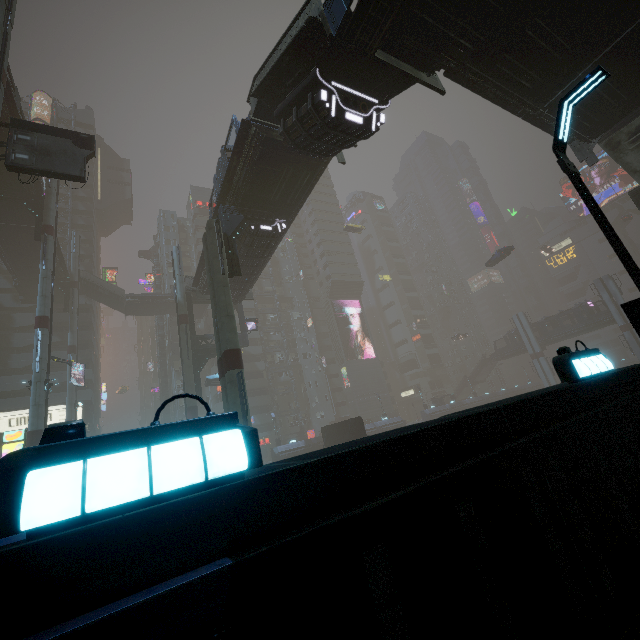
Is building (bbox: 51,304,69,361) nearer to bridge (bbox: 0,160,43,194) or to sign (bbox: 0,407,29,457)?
sign (bbox: 0,407,29,457)

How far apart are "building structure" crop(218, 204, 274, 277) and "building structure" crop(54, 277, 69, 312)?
33.49m

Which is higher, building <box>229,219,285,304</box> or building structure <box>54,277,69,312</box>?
building structure <box>54,277,69,312</box>

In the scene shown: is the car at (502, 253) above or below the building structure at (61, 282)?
below

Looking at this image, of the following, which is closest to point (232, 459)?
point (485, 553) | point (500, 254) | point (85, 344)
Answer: point (485, 553)

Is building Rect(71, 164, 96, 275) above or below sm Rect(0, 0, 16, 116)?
above

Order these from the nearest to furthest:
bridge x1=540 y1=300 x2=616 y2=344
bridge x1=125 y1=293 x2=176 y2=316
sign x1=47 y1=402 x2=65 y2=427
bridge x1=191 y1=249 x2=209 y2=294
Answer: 1. bridge x1=191 y1=249 x2=209 y2=294
2. sign x1=47 y1=402 x2=65 y2=427
3. bridge x1=125 y1=293 x2=176 y2=316
4. bridge x1=540 y1=300 x2=616 y2=344

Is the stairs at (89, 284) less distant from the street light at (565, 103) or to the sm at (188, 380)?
the sm at (188, 380)
